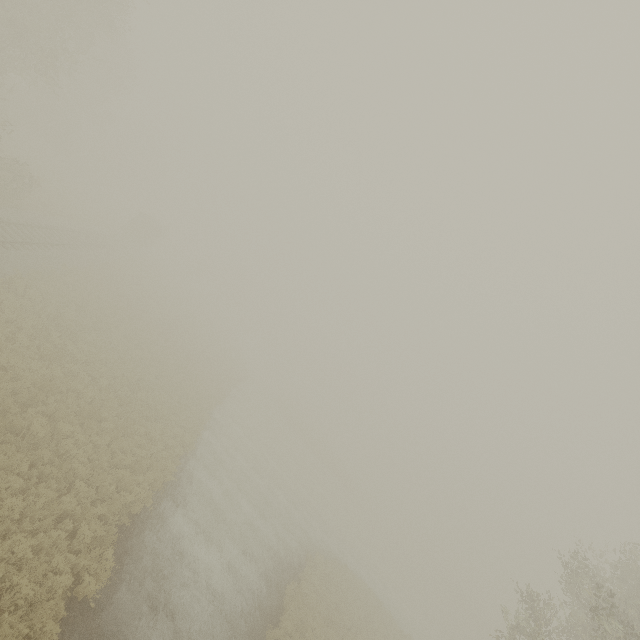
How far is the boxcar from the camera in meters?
44.5 m

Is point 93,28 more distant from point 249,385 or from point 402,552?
point 402,552

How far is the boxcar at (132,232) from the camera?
44.5m
